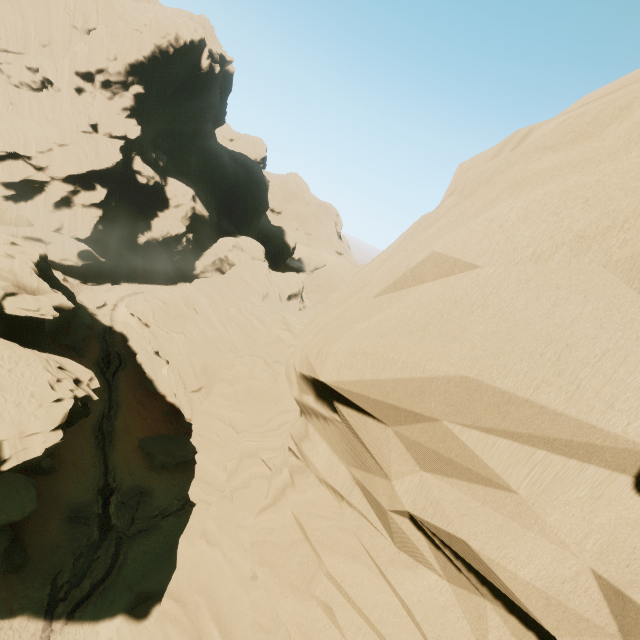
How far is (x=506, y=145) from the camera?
5.0m

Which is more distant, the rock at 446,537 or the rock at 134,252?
the rock at 134,252

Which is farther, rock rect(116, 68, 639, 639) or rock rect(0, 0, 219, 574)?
rock rect(0, 0, 219, 574)
